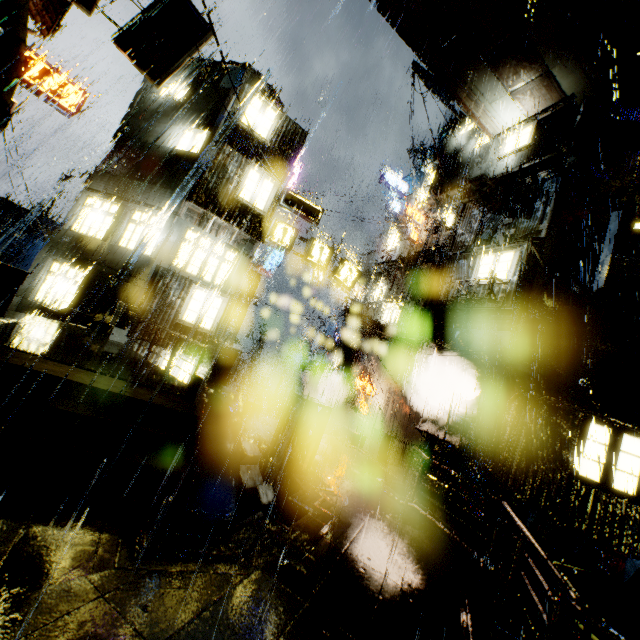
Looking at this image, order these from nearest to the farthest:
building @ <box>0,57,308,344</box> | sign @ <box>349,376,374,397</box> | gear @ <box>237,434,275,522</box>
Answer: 1. gear @ <box>237,434,275,522</box>
2. building @ <box>0,57,308,344</box>
3. sign @ <box>349,376,374,397</box>

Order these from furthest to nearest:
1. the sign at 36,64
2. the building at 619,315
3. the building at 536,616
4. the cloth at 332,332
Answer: the cloth at 332,332, the sign at 36,64, the building at 619,315, the building at 536,616

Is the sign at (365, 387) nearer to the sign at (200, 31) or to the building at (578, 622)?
the building at (578, 622)

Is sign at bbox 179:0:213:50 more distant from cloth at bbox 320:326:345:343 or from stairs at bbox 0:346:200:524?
cloth at bbox 320:326:345:343

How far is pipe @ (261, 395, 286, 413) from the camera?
25.6 meters

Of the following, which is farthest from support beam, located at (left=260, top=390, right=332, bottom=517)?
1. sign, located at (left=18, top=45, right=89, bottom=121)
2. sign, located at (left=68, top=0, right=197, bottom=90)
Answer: sign, located at (left=18, top=45, right=89, bottom=121)

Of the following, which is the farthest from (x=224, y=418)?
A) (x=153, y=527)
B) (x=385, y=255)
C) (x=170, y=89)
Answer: (x=385, y=255)

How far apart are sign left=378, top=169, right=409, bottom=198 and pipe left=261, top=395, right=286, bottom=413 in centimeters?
2048cm
